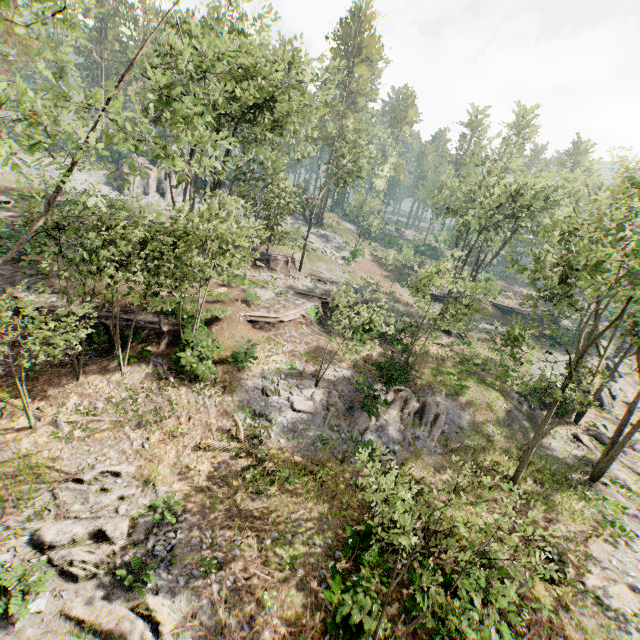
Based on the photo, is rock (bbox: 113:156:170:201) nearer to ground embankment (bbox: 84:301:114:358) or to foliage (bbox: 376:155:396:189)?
foliage (bbox: 376:155:396:189)

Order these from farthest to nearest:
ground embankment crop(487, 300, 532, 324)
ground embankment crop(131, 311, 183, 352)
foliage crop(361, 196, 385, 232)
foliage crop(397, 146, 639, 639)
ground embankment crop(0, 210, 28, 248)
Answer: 1. foliage crop(361, 196, 385, 232)
2. ground embankment crop(487, 300, 532, 324)
3. ground embankment crop(0, 210, 28, 248)
4. ground embankment crop(131, 311, 183, 352)
5. foliage crop(397, 146, 639, 639)

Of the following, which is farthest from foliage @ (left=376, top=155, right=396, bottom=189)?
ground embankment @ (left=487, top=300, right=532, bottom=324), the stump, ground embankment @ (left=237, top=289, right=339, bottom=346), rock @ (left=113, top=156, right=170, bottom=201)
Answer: the stump

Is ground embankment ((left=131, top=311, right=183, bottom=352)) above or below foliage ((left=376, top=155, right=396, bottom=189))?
below

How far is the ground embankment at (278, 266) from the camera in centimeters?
3582cm

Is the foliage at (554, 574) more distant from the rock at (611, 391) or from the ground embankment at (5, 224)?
the ground embankment at (5, 224)

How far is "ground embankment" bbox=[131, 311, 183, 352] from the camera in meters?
19.0

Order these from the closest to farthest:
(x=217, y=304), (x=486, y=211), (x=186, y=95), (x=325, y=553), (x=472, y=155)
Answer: (x=325, y=553)
(x=186, y=95)
(x=217, y=304)
(x=486, y=211)
(x=472, y=155)
